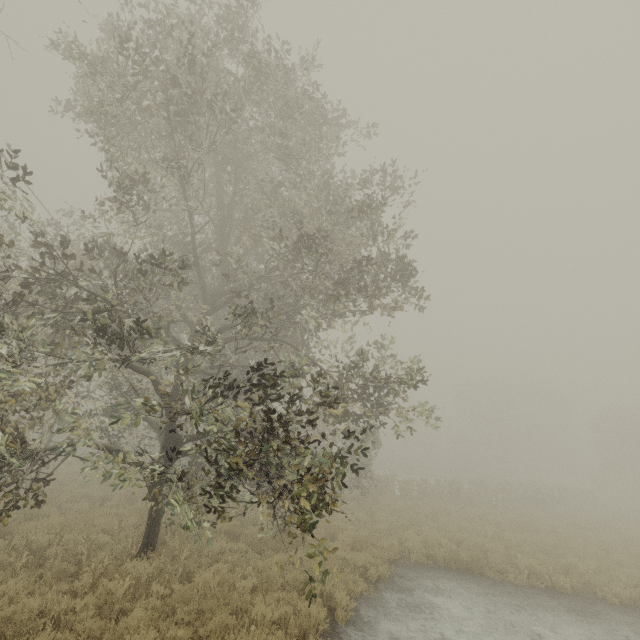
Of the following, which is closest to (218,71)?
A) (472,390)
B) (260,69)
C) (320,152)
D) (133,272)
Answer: (260,69)
